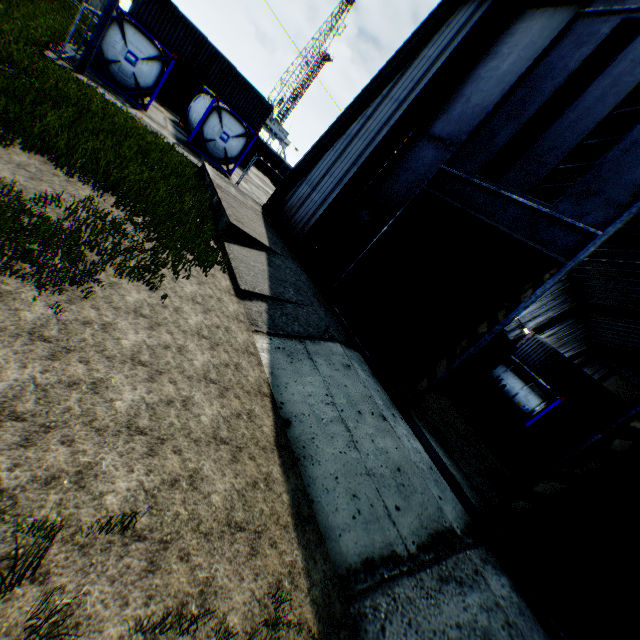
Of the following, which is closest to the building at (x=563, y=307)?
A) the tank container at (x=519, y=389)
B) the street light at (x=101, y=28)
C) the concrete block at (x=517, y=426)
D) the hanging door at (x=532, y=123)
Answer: the hanging door at (x=532, y=123)

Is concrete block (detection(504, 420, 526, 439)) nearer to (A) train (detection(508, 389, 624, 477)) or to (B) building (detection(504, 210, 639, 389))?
(A) train (detection(508, 389, 624, 477))

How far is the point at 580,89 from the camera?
7.8 meters

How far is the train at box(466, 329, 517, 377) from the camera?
19.8m

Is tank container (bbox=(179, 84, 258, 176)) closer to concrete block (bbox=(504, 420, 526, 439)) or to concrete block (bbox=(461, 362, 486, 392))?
concrete block (bbox=(461, 362, 486, 392))

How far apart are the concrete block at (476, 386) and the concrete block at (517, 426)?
3.1 meters

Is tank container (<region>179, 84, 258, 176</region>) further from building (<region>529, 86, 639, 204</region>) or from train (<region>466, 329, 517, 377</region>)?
train (<region>466, 329, 517, 377</region>)

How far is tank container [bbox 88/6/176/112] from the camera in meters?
14.7
